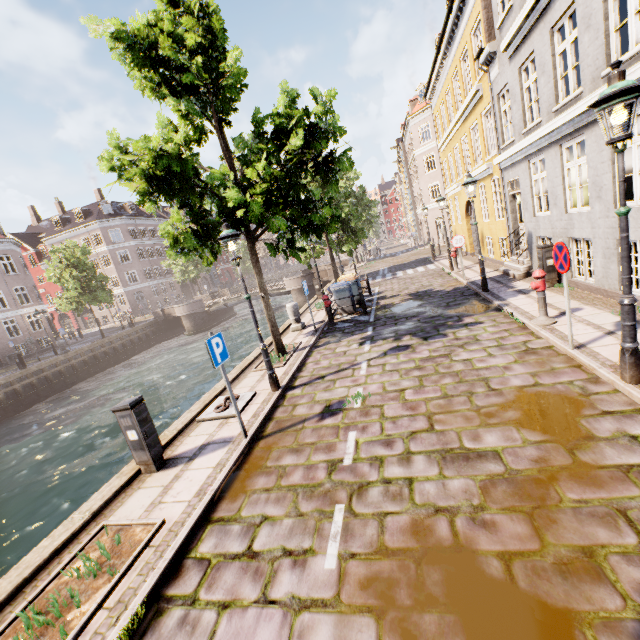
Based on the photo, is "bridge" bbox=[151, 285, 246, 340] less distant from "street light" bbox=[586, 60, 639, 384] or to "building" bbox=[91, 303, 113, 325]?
"building" bbox=[91, 303, 113, 325]

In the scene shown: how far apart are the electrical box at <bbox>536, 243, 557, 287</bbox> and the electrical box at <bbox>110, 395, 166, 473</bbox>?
10.8m

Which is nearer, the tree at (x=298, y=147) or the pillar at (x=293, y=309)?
the tree at (x=298, y=147)

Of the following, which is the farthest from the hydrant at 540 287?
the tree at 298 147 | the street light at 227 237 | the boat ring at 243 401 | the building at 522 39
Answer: the building at 522 39

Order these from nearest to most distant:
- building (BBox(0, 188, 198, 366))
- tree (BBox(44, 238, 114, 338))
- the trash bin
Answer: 1. the trash bin
2. tree (BBox(44, 238, 114, 338))
3. building (BBox(0, 188, 198, 366))

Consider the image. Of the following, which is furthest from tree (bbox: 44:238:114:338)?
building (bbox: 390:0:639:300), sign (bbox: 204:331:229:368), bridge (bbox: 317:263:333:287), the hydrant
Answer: the hydrant

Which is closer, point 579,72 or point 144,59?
point 144,59

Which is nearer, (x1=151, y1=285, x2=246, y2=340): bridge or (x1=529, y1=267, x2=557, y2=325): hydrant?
(x1=529, y1=267, x2=557, y2=325): hydrant
